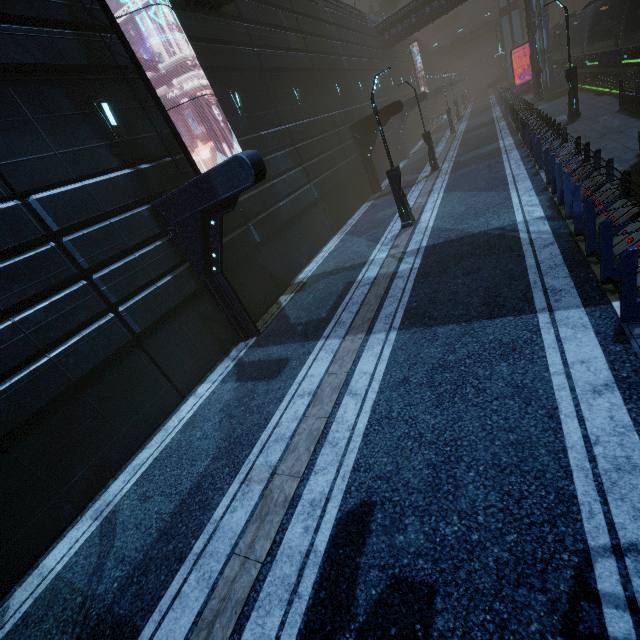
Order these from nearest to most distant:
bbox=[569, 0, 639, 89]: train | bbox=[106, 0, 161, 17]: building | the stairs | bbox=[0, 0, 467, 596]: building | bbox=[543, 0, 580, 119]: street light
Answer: bbox=[0, 0, 467, 596]: building → bbox=[106, 0, 161, 17]: building → bbox=[543, 0, 580, 119]: street light → bbox=[569, 0, 639, 89]: train → the stairs

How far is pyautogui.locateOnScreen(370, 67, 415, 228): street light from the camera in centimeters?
1183cm

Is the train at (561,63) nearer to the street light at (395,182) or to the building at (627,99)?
the building at (627,99)

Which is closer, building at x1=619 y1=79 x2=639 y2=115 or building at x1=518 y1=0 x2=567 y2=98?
building at x1=619 y1=79 x2=639 y2=115

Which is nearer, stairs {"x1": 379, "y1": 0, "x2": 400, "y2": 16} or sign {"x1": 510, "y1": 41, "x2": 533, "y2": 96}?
sign {"x1": 510, "y1": 41, "x2": 533, "y2": 96}

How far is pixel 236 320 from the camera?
10.62m

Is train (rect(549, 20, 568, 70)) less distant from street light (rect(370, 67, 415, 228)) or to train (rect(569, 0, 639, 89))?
train (rect(569, 0, 639, 89))

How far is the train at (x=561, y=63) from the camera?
29.5m
